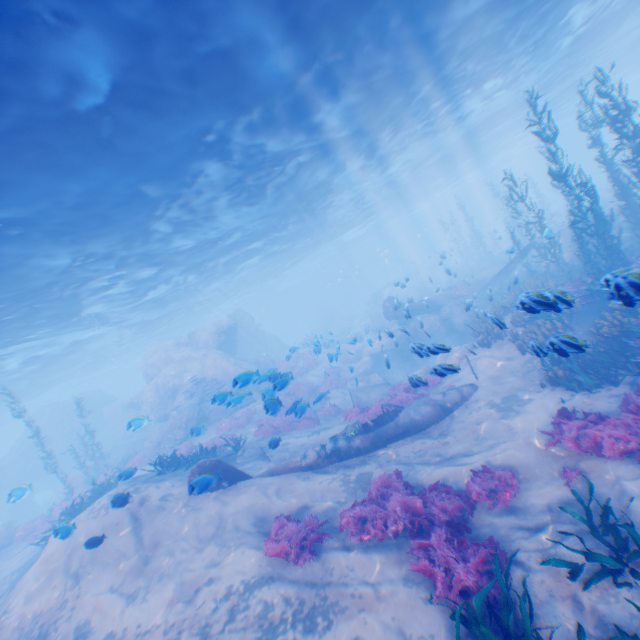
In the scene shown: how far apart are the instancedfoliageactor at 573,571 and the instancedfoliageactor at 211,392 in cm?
1975

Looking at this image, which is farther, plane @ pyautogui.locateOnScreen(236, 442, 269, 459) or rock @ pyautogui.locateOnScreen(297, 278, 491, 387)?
plane @ pyautogui.locateOnScreen(236, 442, 269, 459)

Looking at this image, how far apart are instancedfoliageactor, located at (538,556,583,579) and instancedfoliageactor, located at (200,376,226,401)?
19.8m

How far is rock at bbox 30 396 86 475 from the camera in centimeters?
3359cm

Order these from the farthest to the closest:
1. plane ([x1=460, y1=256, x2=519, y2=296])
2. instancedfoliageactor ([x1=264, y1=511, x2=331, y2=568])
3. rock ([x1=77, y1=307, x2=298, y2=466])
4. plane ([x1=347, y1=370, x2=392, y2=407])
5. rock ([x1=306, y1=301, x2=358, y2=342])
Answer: rock ([x1=306, y1=301, x2=358, y2=342]), plane ([x1=460, y1=256, x2=519, y2=296]), rock ([x1=77, y1=307, x2=298, y2=466]), plane ([x1=347, y1=370, x2=392, y2=407]), instancedfoliageactor ([x1=264, y1=511, x2=331, y2=568])

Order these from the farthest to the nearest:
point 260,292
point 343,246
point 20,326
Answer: point 260,292 < point 343,246 < point 20,326

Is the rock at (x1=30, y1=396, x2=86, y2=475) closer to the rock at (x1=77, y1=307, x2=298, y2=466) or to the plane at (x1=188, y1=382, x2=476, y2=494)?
the rock at (x1=77, y1=307, x2=298, y2=466)

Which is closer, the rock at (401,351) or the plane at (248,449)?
the rock at (401,351)
